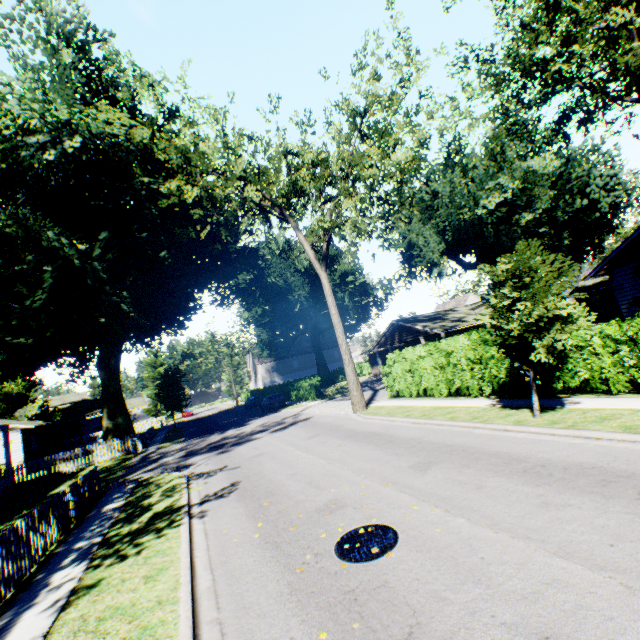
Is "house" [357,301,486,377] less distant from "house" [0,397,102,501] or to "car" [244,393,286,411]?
"car" [244,393,286,411]

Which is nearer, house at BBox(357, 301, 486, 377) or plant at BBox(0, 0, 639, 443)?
plant at BBox(0, 0, 639, 443)

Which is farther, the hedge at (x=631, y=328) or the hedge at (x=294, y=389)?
the hedge at (x=294, y=389)

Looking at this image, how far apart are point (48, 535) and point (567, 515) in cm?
1241

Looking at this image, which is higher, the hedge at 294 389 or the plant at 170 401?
the plant at 170 401

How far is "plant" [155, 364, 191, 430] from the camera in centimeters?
3722cm

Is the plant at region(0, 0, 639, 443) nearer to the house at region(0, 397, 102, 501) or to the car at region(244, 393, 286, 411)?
the house at region(0, 397, 102, 501)

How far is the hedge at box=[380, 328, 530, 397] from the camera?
13.5m
